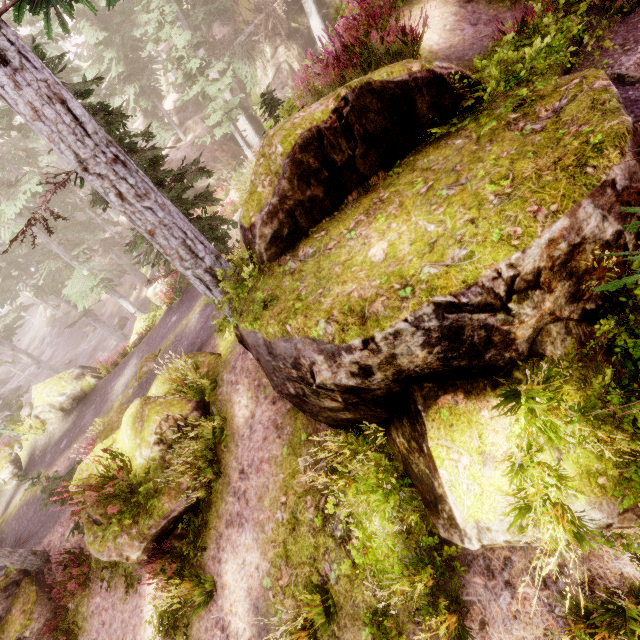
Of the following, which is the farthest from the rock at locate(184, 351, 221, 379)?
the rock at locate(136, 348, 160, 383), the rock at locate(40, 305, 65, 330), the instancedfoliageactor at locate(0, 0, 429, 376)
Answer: the rock at locate(40, 305, 65, 330)

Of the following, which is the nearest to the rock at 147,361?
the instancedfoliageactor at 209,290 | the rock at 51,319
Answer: the instancedfoliageactor at 209,290

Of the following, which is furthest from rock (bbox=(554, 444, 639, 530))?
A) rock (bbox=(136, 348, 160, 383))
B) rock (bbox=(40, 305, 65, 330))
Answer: rock (bbox=(40, 305, 65, 330))

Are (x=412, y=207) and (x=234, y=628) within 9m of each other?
yes

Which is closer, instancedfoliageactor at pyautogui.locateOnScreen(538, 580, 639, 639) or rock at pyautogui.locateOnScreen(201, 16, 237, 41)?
instancedfoliageactor at pyautogui.locateOnScreen(538, 580, 639, 639)

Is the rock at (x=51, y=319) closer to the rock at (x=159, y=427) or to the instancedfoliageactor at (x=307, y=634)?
the instancedfoliageactor at (x=307, y=634)

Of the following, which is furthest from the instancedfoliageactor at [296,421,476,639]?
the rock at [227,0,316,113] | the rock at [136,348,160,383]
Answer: the rock at [136,348,160,383]

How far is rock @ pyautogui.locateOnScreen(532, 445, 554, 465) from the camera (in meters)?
2.87
